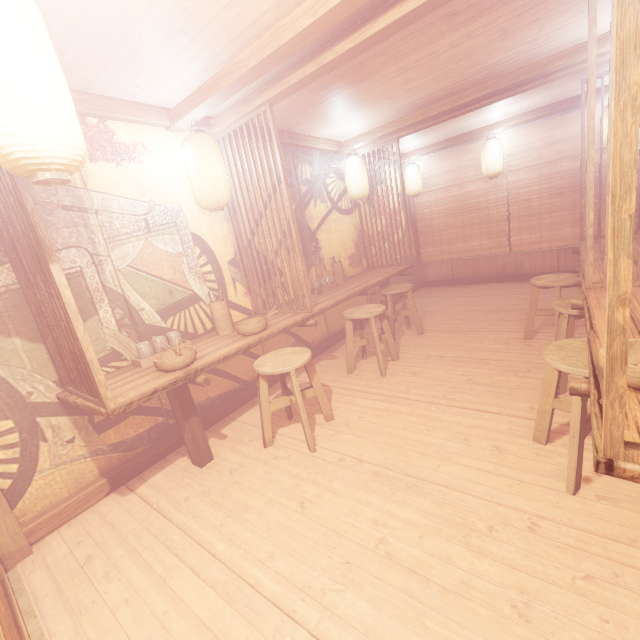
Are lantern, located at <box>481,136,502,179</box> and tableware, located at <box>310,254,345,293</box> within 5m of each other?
no

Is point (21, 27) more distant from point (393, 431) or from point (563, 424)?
point (563, 424)

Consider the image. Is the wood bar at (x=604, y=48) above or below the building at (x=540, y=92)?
below

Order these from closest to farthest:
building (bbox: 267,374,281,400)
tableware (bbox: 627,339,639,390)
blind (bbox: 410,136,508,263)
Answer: tableware (bbox: 627,339,639,390), building (bbox: 267,374,281,400), blind (bbox: 410,136,508,263)

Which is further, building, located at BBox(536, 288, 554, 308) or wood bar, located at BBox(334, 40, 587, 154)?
building, located at BBox(536, 288, 554, 308)

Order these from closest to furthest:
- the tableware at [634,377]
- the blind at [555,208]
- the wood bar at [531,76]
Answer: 1. the tableware at [634,377]
2. the wood bar at [531,76]
3. the blind at [555,208]

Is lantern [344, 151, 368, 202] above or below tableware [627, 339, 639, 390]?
above

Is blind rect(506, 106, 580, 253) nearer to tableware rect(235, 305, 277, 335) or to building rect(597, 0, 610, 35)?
building rect(597, 0, 610, 35)
